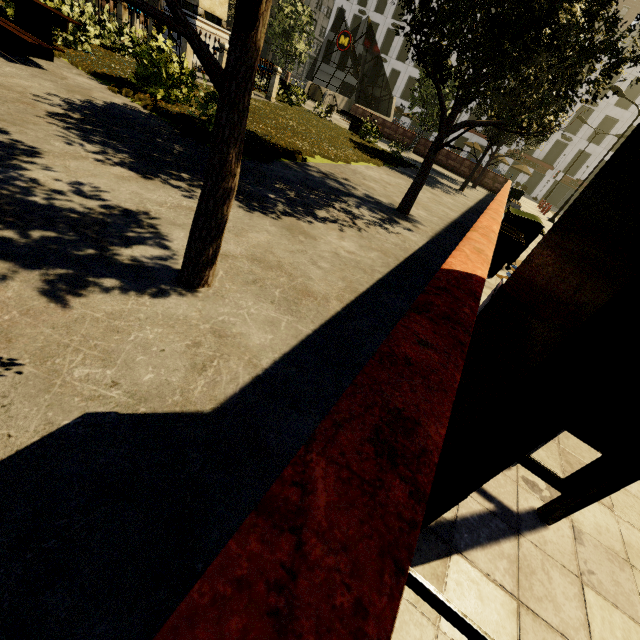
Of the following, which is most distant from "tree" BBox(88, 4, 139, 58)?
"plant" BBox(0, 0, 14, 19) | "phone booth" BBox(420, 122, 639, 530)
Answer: "phone booth" BBox(420, 122, 639, 530)

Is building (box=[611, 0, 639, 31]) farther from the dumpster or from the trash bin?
the trash bin

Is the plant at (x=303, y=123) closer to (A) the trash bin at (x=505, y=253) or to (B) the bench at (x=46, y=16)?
(B) the bench at (x=46, y=16)

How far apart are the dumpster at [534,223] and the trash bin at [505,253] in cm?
73

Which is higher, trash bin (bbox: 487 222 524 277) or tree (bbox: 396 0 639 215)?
tree (bbox: 396 0 639 215)

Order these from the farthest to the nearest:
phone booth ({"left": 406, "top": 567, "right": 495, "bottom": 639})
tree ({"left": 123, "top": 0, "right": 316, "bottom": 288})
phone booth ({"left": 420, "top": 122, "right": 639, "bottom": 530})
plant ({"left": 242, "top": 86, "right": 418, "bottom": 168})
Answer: plant ({"left": 242, "top": 86, "right": 418, "bottom": 168})
tree ({"left": 123, "top": 0, "right": 316, "bottom": 288})
phone booth ({"left": 406, "top": 567, "right": 495, "bottom": 639})
phone booth ({"left": 420, "top": 122, "right": 639, "bottom": 530})

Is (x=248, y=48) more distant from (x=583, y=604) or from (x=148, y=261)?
(x=583, y=604)

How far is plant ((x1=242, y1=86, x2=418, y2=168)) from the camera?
7.72m
